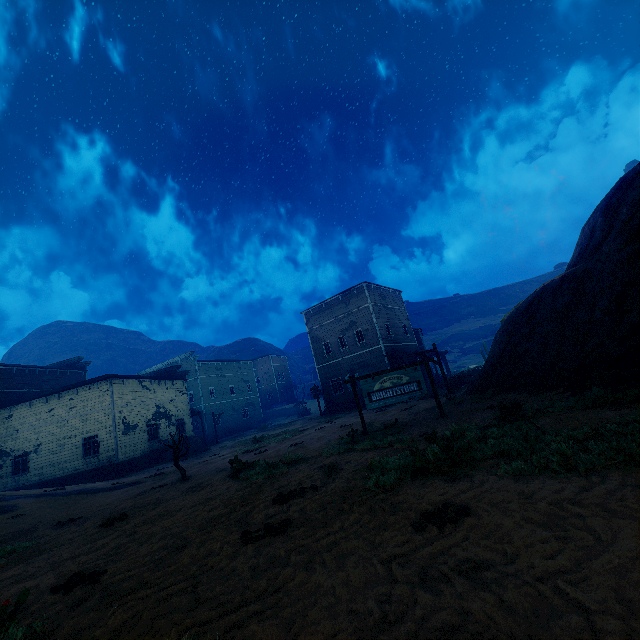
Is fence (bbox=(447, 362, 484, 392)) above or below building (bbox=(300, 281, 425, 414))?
below

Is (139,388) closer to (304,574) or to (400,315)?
(400,315)

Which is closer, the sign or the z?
the z

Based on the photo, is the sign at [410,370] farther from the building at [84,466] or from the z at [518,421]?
the building at [84,466]

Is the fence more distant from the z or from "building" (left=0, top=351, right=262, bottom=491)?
"building" (left=0, top=351, right=262, bottom=491)

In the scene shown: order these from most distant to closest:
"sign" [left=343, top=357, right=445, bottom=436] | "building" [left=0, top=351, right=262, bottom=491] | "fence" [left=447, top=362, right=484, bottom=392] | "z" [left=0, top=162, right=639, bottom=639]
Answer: "building" [left=0, top=351, right=262, bottom=491]
"fence" [left=447, top=362, right=484, bottom=392]
"sign" [left=343, top=357, right=445, bottom=436]
"z" [left=0, top=162, right=639, bottom=639]

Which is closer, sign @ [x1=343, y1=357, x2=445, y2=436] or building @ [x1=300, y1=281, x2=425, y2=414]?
sign @ [x1=343, y1=357, x2=445, y2=436]
